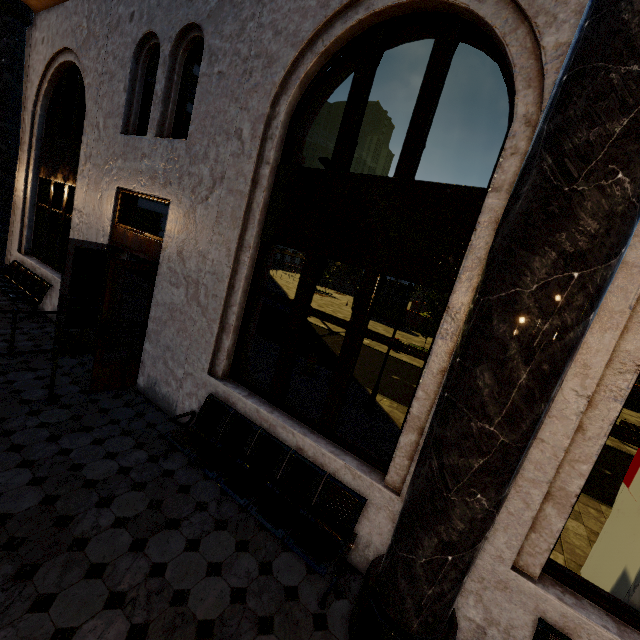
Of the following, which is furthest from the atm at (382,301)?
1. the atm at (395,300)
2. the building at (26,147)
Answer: the building at (26,147)

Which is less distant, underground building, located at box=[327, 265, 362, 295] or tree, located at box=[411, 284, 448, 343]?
tree, located at box=[411, 284, 448, 343]

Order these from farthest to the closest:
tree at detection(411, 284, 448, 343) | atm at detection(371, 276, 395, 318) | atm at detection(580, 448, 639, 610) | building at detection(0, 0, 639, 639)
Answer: atm at detection(371, 276, 395, 318), tree at detection(411, 284, 448, 343), atm at detection(580, 448, 639, 610), building at detection(0, 0, 639, 639)

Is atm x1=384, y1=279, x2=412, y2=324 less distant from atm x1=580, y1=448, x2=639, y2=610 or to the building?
the building

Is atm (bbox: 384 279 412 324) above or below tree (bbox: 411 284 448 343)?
below

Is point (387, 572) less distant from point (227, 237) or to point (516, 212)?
point (516, 212)

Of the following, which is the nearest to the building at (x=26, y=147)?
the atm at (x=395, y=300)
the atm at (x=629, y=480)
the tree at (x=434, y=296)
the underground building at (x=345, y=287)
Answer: the atm at (x=629, y=480)

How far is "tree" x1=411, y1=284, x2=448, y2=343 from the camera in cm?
1519
